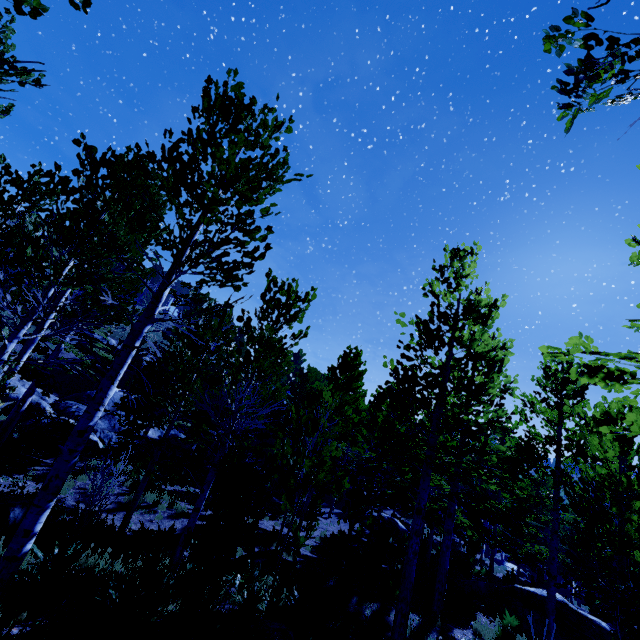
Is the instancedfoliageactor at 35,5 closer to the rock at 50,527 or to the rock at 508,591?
the rock at 50,527

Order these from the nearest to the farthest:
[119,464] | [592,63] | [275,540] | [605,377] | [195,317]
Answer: [592,63] → [605,377] → [275,540] → [119,464] → [195,317]

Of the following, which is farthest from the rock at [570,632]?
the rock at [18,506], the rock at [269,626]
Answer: the rock at [18,506]

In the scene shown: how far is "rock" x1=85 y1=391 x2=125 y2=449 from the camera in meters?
17.0 m

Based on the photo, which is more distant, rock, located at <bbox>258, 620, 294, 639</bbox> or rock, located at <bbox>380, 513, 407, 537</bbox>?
rock, located at <bbox>380, 513, 407, 537</bbox>

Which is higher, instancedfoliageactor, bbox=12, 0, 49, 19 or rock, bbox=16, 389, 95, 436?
instancedfoliageactor, bbox=12, 0, 49, 19

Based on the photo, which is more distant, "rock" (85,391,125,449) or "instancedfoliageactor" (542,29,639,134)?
"rock" (85,391,125,449)

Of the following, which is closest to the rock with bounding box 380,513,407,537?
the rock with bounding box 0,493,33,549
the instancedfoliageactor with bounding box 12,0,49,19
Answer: the instancedfoliageactor with bounding box 12,0,49,19
